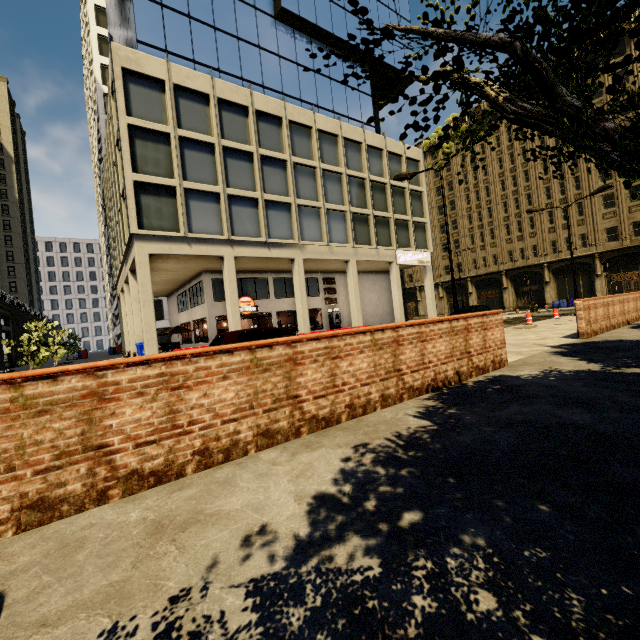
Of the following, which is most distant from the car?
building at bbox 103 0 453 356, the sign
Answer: the sign

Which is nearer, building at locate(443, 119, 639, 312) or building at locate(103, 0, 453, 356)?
building at locate(103, 0, 453, 356)

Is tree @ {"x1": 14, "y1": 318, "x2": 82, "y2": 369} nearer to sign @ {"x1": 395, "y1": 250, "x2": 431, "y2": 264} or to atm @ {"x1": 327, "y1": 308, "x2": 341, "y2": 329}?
atm @ {"x1": 327, "y1": 308, "x2": 341, "y2": 329}

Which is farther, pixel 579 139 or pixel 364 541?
pixel 364 541

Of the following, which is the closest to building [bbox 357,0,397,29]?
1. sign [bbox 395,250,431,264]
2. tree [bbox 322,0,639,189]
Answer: sign [bbox 395,250,431,264]

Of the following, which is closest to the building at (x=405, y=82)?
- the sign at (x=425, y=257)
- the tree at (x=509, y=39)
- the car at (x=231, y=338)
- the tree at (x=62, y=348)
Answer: the sign at (x=425, y=257)

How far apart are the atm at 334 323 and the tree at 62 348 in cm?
1936
